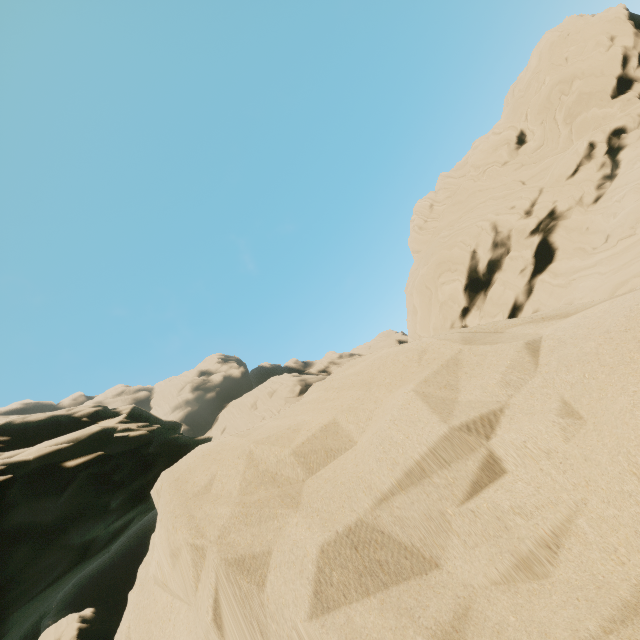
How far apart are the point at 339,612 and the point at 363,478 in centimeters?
52cm
